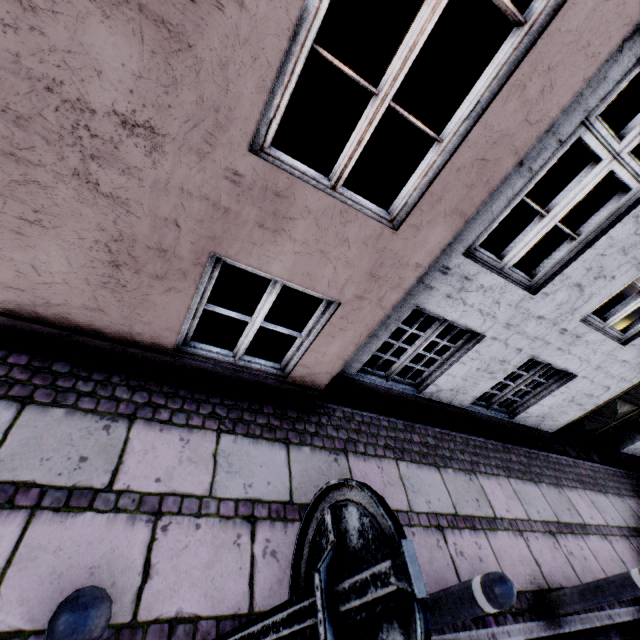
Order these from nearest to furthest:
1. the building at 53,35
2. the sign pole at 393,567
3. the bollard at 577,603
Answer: the sign pole at 393,567, the building at 53,35, the bollard at 577,603

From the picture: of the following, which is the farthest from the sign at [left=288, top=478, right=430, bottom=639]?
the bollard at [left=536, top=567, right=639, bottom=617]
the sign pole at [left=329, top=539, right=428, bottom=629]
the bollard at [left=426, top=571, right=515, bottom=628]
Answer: the bollard at [left=536, top=567, right=639, bottom=617]

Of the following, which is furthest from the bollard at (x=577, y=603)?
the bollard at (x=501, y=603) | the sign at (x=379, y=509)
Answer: the sign at (x=379, y=509)

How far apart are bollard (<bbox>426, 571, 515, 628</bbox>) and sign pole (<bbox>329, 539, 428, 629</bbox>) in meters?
1.4 m

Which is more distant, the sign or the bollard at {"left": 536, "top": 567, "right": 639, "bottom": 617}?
the bollard at {"left": 536, "top": 567, "right": 639, "bottom": 617}

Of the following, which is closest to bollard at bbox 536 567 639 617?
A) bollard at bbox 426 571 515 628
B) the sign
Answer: bollard at bbox 426 571 515 628

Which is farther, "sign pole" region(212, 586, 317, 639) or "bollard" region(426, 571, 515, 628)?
"bollard" region(426, 571, 515, 628)

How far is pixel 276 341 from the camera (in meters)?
4.15
